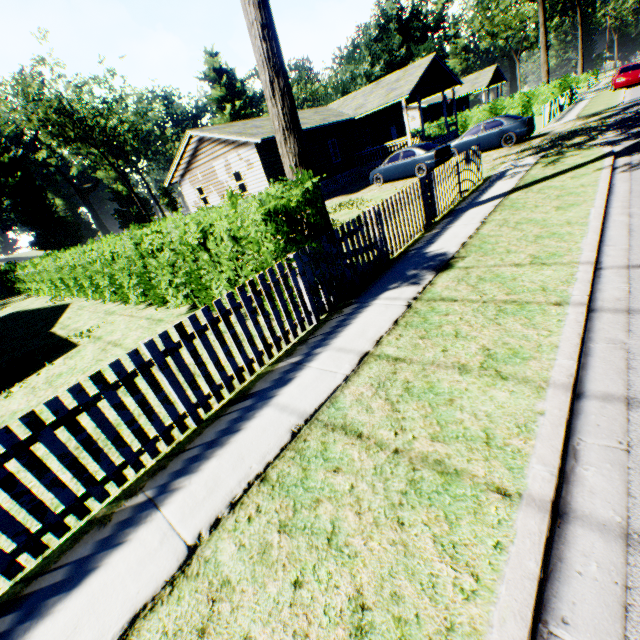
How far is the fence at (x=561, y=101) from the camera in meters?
19.9 m

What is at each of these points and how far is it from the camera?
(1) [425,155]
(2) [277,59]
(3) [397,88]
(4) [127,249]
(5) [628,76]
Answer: (1) car, 16.7 meters
(2) tree, 6.6 meters
(3) house, 23.2 meters
(4) hedge, 8.7 meters
(5) car, 25.5 meters

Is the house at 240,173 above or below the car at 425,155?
above

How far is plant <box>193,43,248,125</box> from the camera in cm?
5528

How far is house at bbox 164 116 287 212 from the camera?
19.77m

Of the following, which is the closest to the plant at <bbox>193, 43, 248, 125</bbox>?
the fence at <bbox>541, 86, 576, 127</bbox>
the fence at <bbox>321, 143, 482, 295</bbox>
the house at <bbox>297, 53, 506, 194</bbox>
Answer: the fence at <bbox>541, 86, 576, 127</bbox>

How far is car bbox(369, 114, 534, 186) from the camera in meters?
16.7

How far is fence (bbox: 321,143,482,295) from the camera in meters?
6.1 m
